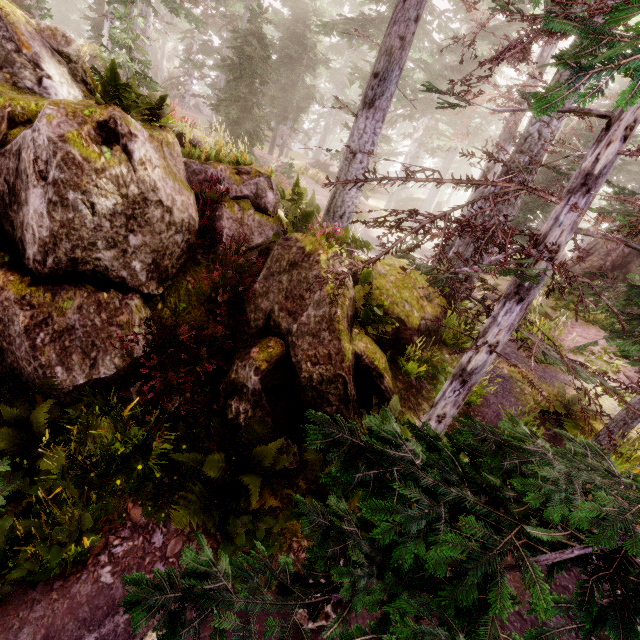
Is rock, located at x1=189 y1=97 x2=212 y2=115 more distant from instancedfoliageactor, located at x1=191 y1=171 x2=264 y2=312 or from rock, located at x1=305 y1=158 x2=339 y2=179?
rock, located at x1=305 y1=158 x2=339 y2=179

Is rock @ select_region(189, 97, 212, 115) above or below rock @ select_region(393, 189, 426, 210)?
above

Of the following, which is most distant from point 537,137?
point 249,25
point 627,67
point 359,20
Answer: point 359,20

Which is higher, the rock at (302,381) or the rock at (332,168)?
the rock at (332,168)

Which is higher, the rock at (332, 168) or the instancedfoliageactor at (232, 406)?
the rock at (332, 168)

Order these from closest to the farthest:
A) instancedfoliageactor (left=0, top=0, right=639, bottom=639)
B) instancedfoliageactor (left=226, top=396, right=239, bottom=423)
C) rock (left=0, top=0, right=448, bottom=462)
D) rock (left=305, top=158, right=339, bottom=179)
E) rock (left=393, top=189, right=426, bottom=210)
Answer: instancedfoliageactor (left=0, top=0, right=639, bottom=639) < rock (left=0, top=0, right=448, bottom=462) < instancedfoliageactor (left=226, top=396, right=239, bottom=423) < rock (left=305, top=158, right=339, bottom=179) < rock (left=393, top=189, right=426, bottom=210)

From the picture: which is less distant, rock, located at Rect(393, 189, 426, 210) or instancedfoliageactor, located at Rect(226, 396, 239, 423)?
instancedfoliageactor, located at Rect(226, 396, 239, 423)

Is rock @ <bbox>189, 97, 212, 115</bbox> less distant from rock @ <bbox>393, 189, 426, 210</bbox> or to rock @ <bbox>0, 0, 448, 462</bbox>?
rock @ <bbox>0, 0, 448, 462</bbox>
